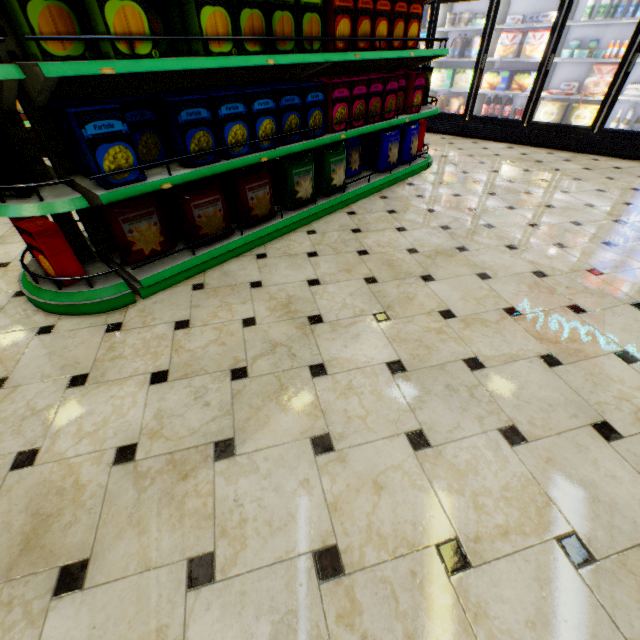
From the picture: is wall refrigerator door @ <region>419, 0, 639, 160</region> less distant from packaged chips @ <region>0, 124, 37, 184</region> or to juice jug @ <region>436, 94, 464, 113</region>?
juice jug @ <region>436, 94, 464, 113</region>

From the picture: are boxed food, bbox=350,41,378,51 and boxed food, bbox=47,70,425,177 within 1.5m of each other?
yes

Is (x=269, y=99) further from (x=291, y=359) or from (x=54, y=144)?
(x=291, y=359)

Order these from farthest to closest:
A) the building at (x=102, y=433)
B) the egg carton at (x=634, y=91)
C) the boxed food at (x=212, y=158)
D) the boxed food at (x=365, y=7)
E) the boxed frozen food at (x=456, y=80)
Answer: the boxed frozen food at (x=456, y=80) < the egg carton at (x=634, y=91) < the boxed food at (x=212, y=158) < the boxed food at (x=365, y=7) < the building at (x=102, y=433)

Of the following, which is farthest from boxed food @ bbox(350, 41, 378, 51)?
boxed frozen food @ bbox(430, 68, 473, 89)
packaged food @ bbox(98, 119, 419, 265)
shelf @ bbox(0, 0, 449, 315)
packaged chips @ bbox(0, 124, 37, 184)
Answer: boxed frozen food @ bbox(430, 68, 473, 89)

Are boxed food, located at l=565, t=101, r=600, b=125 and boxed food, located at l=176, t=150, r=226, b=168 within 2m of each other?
no

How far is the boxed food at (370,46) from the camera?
2.8 meters

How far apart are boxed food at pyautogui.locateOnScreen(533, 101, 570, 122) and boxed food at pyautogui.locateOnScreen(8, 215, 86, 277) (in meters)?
7.00
